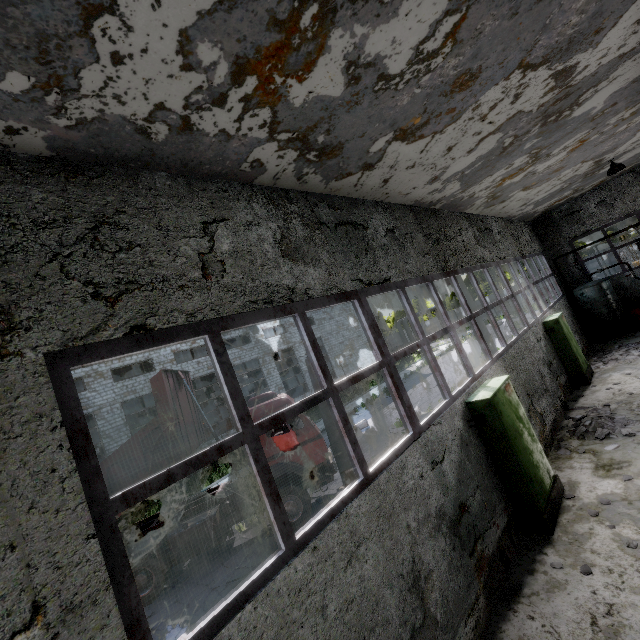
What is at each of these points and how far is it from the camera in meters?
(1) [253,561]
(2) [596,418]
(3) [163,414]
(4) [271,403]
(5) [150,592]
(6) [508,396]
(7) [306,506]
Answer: (1) asphalt debris, 8.7
(2) concrete debris, 8.2
(3) truck dump body, 9.3
(4) truck, 9.9
(5) truck, 8.7
(6) power box, 6.4
(7) truck, 9.5

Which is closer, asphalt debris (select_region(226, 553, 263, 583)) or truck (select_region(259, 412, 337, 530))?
asphalt debris (select_region(226, 553, 263, 583))

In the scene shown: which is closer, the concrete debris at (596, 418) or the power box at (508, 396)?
the power box at (508, 396)

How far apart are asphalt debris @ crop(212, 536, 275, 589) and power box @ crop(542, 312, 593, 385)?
10.95m

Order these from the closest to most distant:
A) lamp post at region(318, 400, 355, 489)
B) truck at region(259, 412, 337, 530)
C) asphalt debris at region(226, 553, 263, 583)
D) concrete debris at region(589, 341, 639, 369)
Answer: asphalt debris at region(226, 553, 263, 583) < truck at region(259, 412, 337, 530) < lamp post at region(318, 400, 355, 489) < concrete debris at region(589, 341, 639, 369)

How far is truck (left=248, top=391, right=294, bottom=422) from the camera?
9.74m

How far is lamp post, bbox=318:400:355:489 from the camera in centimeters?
1068cm

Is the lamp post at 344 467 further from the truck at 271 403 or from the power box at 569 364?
the power box at 569 364
